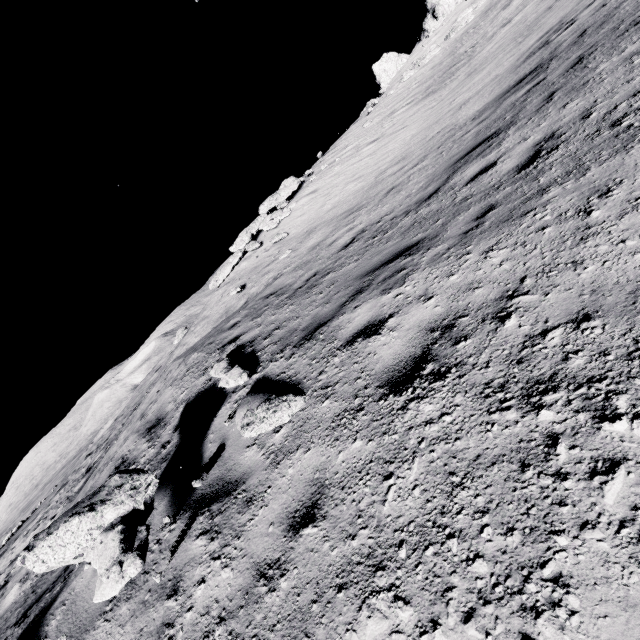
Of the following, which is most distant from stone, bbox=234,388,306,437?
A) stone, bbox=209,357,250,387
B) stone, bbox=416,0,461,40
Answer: stone, bbox=416,0,461,40

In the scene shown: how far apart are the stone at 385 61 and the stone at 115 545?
39.0 meters

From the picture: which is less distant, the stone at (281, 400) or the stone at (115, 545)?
the stone at (115, 545)

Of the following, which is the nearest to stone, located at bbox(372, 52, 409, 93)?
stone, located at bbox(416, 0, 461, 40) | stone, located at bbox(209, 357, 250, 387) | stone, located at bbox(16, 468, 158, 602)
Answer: stone, located at bbox(416, 0, 461, 40)

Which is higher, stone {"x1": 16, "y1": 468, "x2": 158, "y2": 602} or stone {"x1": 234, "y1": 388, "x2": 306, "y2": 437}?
stone {"x1": 16, "y1": 468, "x2": 158, "y2": 602}

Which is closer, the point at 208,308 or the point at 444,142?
the point at 444,142

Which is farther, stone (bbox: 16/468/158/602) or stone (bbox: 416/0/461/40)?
stone (bbox: 416/0/461/40)

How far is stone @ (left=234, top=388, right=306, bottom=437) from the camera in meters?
3.4
